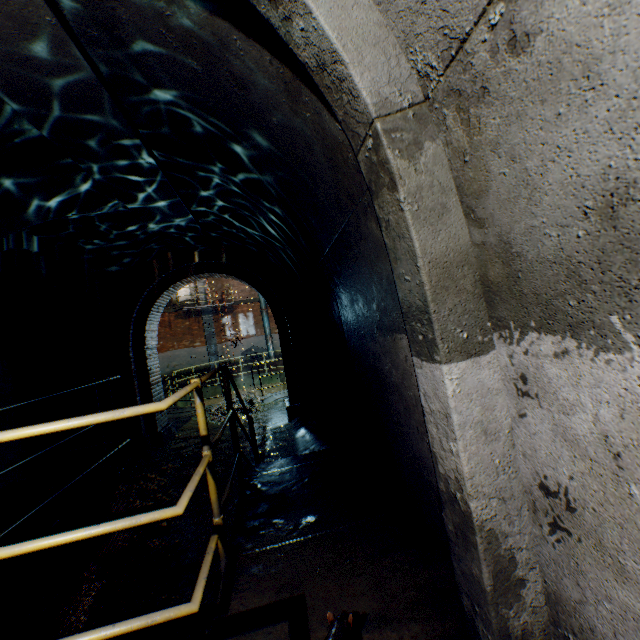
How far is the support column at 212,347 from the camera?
21.48m

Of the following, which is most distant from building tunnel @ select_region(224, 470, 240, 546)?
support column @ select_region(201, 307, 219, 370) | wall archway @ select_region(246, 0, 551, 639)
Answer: support column @ select_region(201, 307, 219, 370)

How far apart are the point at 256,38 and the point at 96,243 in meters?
6.0 m

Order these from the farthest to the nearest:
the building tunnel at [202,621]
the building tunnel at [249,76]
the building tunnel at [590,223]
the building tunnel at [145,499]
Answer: the building tunnel at [145,499]
the building tunnel at [202,621]
the building tunnel at [249,76]
the building tunnel at [590,223]

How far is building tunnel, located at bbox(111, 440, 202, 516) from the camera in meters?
5.3 m

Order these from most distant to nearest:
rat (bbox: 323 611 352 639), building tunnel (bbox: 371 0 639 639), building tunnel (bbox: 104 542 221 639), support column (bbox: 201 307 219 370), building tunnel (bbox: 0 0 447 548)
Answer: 1. support column (bbox: 201 307 219 370)
2. building tunnel (bbox: 104 542 221 639)
3. building tunnel (bbox: 0 0 447 548)
4. rat (bbox: 323 611 352 639)
5. building tunnel (bbox: 371 0 639 639)

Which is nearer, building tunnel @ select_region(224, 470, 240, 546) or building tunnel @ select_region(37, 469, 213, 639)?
building tunnel @ select_region(37, 469, 213, 639)

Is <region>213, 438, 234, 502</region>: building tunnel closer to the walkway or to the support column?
the walkway
